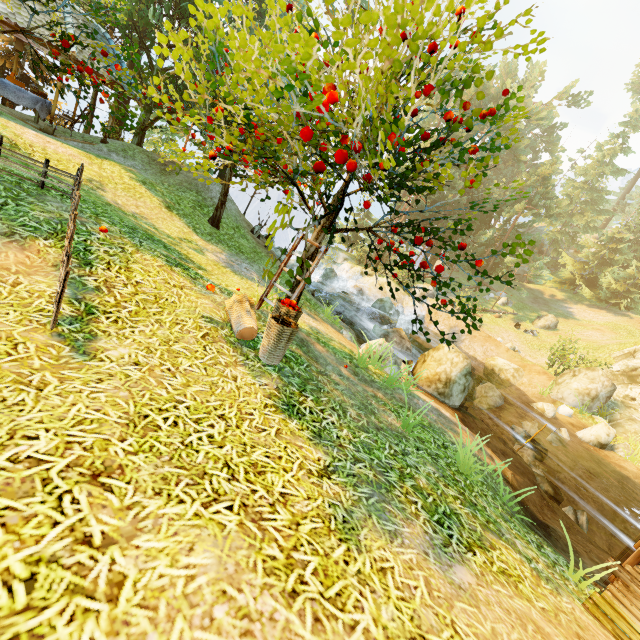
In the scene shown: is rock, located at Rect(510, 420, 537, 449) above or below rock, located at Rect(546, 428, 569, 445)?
below

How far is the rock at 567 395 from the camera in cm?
1631

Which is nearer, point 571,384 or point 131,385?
point 131,385

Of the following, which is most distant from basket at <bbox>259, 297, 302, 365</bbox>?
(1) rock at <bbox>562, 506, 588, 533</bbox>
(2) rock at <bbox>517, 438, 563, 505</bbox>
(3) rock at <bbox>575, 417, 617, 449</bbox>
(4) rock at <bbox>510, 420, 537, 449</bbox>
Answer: (3) rock at <bbox>575, 417, 617, 449</bbox>

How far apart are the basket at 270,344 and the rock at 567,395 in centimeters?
1840cm

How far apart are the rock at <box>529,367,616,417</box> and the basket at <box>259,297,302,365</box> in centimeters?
1840cm

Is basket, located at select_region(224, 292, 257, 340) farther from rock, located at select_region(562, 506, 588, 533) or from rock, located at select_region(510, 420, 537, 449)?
rock, located at select_region(510, 420, 537, 449)

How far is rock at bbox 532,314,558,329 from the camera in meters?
28.9
